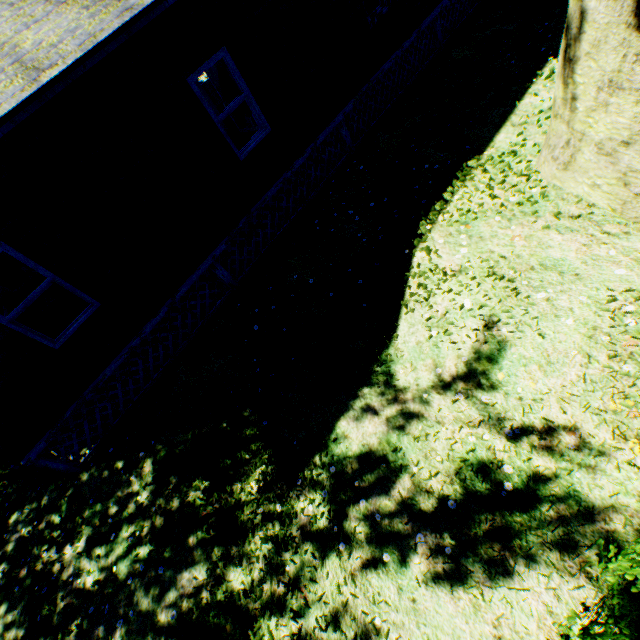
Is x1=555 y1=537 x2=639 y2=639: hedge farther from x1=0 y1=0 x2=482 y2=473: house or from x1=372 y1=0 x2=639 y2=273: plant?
x1=0 y1=0 x2=482 y2=473: house

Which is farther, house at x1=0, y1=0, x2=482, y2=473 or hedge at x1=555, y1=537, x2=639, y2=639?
house at x1=0, y1=0, x2=482, y2=473

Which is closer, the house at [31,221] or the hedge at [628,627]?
the hedge at [628,627]

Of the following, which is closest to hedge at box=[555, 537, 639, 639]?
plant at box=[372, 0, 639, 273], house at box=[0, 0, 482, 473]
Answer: plant at box=[372, 0, 639, 273]

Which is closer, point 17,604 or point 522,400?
point 522,400

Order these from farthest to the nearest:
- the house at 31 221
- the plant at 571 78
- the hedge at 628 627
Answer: the house at 31 221 → the plant at 571 78 → the hedge at 628 627

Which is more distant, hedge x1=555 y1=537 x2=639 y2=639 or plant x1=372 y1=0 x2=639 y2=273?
plant x1=372 y1=0 x2=639 y2=273
